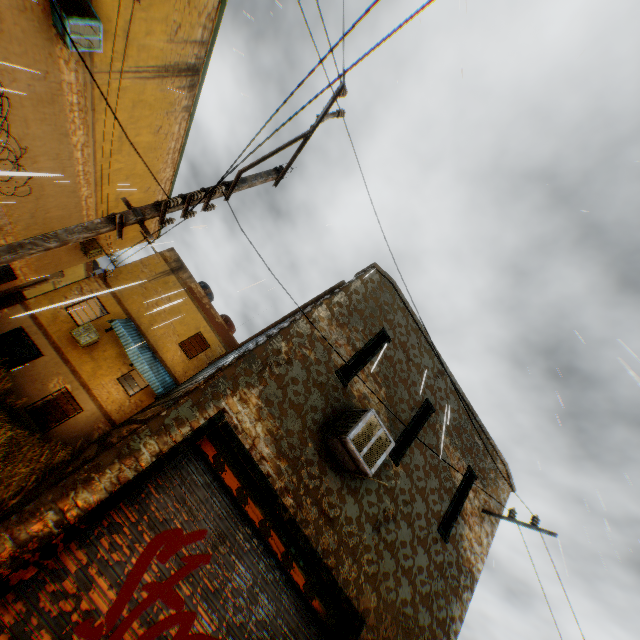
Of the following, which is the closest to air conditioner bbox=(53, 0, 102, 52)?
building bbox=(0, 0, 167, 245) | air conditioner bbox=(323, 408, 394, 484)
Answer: building bbox=(0, 0, 167, 245)

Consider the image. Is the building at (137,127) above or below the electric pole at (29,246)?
above

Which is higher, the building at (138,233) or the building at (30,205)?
the building at (138,233)

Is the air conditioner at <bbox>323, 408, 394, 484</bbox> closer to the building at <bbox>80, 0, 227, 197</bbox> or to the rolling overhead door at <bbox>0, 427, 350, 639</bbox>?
the building at <bbox>80, 0, 227, 197</bbox>

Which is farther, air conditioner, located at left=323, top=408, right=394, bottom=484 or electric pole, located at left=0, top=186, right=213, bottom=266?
air conditioner, located at left=323, top=408, right=394, bottom=484

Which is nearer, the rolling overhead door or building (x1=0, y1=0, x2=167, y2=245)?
the rolling overhead door

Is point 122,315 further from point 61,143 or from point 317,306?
point 317,306

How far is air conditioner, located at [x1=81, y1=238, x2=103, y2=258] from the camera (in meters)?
17.95
